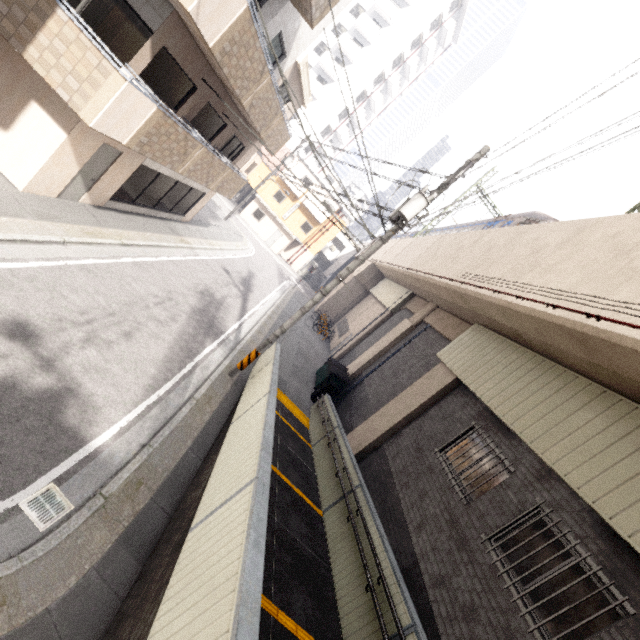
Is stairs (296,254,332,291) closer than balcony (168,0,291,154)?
No

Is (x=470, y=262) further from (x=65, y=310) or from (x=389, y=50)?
(x=389, y=50)

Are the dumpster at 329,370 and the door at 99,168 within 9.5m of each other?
no

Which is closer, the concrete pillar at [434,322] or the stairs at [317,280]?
the concrete pillar at [434,322]

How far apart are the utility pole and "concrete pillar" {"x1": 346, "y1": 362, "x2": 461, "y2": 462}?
4.18m

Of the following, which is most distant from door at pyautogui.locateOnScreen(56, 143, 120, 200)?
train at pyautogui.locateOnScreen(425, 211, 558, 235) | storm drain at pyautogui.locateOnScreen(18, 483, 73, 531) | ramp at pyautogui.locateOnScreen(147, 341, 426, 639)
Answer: train at pyautogui.locateOnScreen(425, 211, 558, 235)

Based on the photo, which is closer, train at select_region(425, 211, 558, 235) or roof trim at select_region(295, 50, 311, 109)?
roof trim at select_region(295, 50, 311, 109)

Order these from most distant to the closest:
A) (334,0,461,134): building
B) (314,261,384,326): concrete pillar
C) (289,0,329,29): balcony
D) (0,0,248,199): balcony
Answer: (334,0,461,134): building < (314,261,384,326): concrete pillar < (289,0,329,29): balcony < (0,0,248,199): balcony
